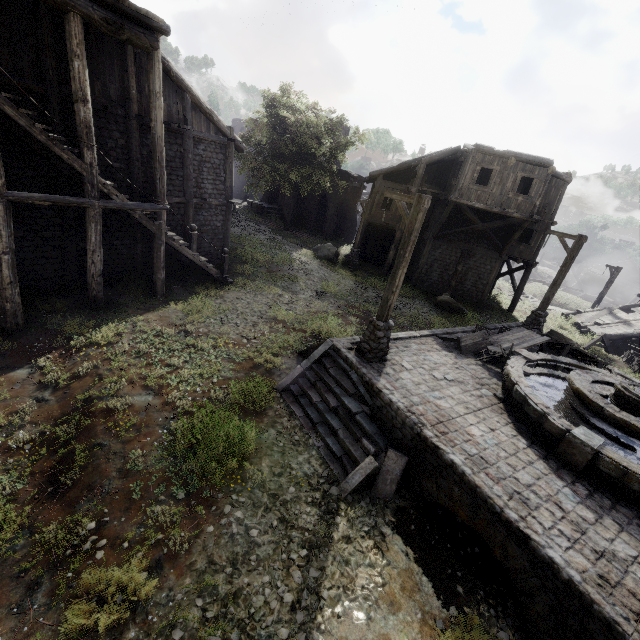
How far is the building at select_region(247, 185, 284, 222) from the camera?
34.50m

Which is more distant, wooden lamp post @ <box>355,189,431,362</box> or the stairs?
wooden lamp post @ <box>355,189,431,362</box>

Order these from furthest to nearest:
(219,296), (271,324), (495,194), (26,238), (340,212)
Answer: (340,212) → (495,194) → (219,296) → (271,324) → (26,238)

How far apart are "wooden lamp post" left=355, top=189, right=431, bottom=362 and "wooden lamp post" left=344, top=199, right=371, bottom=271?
13.44m

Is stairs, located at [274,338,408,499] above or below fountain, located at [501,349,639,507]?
below

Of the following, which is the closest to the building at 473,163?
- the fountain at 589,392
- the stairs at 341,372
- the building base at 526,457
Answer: the building base at 526,457

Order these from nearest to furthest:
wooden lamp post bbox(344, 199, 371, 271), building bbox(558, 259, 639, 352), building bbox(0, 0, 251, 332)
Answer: building bbox(0, 0, 251, 332), building bbox(558, 259, 639, 352), wooden lamp post bbox(344, 199, 371, 271)

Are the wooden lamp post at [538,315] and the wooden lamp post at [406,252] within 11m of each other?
yes
